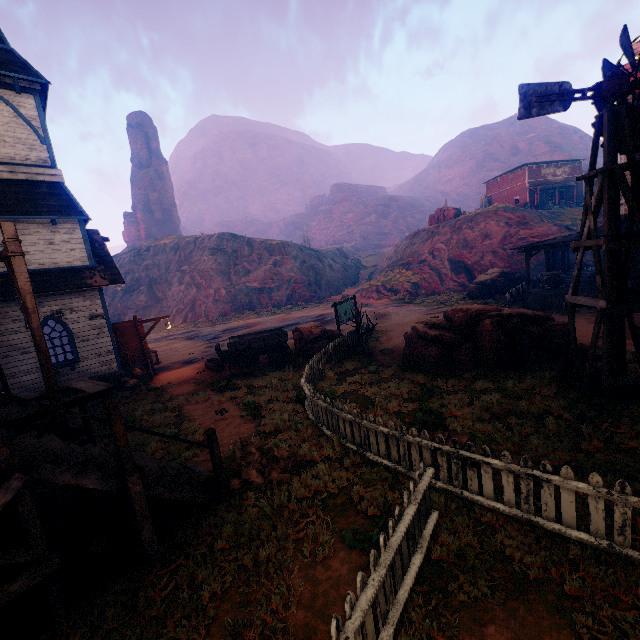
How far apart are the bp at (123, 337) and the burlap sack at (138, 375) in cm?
51

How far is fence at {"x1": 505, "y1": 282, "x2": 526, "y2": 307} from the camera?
20.50m

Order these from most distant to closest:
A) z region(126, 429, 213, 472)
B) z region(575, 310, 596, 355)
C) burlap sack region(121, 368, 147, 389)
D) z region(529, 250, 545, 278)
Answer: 1. z region(529, 250, 545, 278)
2. burlap sack region(121, 368, 147, 389)
3. z region(575, 310, 596, 355)
4. z region(126, 429, 213, 472)

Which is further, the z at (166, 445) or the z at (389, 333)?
the z at (166, 445)

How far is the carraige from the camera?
14.2m

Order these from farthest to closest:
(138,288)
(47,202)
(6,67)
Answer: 1. (138,288)
2. (47,202)
3. (6,67)

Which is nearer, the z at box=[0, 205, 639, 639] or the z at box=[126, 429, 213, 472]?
the z at box=[0, 205, 639, 639]

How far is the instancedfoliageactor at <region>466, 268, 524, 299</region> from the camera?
24.9m
